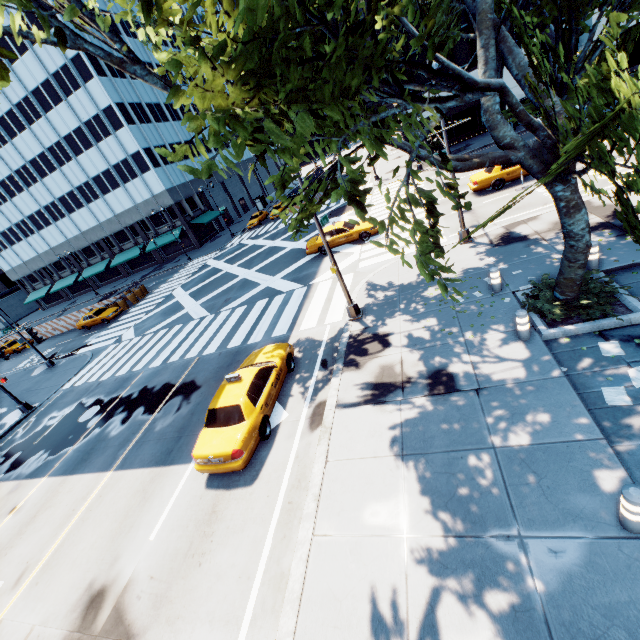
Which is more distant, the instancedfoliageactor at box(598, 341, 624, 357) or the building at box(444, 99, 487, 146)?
the building at box(444, 99, 487, 146)

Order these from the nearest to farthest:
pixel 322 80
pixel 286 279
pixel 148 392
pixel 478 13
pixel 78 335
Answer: pixel 322 80 → pixel 478 13 → pixel 148 392 → pixel 286 279 → pixel 78 335

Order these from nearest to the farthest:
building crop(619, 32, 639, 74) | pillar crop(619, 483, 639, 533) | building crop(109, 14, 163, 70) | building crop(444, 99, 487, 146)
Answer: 1. pillar crop(619, 483, 639, 533)
2. building crop(619, 32, 639, 74)
3. building crop(444, 99, 487, 146)
4. building crop(109, 14, 163, 70)

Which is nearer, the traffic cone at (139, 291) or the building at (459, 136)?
the traffic cone at (139, 291)

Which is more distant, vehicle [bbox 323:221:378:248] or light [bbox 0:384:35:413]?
vehicle [bbox 323:221:378:248]

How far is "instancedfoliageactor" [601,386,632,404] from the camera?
6.4 meters

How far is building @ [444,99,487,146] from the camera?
34.2m

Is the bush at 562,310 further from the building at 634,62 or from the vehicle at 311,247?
the building at 634,62
